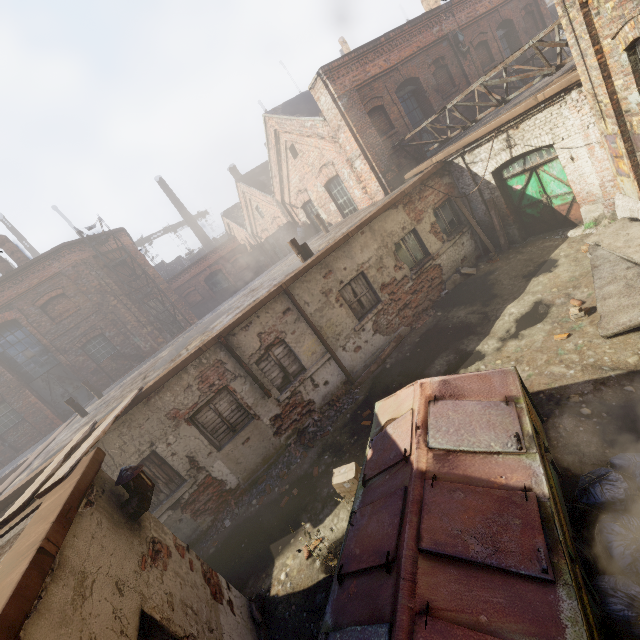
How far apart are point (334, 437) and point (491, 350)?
4.3 meters

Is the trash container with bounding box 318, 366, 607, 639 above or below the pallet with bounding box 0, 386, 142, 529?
below

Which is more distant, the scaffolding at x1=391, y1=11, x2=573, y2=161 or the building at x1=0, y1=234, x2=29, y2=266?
the building at x1=0, y1=234, x2=29, y2=266

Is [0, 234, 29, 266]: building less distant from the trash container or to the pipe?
the pipe

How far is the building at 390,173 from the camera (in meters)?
11.07

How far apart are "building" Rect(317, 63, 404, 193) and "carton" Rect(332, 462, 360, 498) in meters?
9.8 m

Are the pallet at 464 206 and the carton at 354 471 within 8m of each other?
no

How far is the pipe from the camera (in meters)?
9.72
